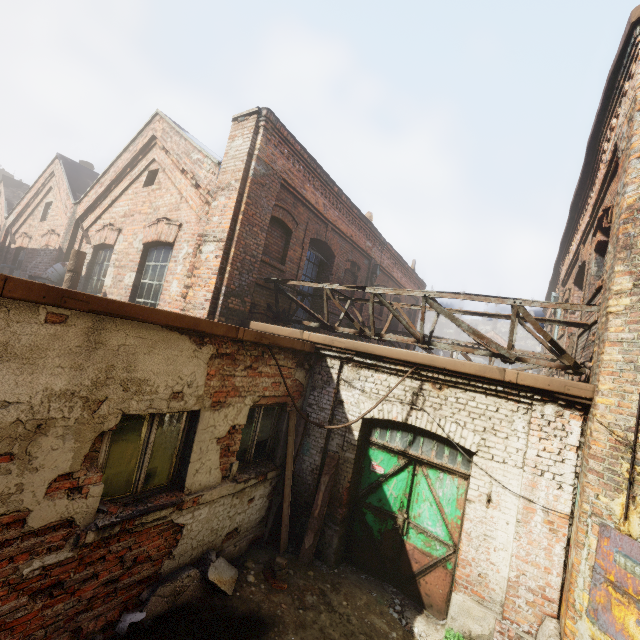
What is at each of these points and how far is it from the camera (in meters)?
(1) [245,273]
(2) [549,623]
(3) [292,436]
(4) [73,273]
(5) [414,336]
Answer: (1) building, 7.03
(2) building, 3.76
(3) pallet, 5.91
(4) pipe, 6.81
(5) scaffolding, 5.98

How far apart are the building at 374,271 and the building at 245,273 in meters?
5.6 m

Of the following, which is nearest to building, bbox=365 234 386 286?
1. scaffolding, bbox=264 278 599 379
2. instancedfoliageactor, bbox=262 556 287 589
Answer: scaffolding, bbox=264 278 599 379

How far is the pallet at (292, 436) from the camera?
5.6 meters

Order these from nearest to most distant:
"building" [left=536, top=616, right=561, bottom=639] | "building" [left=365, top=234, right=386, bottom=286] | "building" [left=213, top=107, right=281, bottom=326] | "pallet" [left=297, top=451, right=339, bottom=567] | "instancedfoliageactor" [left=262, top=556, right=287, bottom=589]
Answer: "building" [left=536, top=616, right=561, bottom=639] < "instancedfoliageactor" [left=262, top=556, right=287, bottom=589] < "pallet" [left=297, top=451, right=339, bottom=567] < "building" [left=213, top=107, right=281, bottom=326] < "building" [left=365, top=234, right=386, bottom=286]

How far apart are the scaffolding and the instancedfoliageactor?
4.0m

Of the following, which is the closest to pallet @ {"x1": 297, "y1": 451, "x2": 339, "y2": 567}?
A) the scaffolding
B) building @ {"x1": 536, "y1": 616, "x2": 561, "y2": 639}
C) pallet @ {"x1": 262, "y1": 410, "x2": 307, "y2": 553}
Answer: pallet @ {"x1": 262, "y1": 410, "x2": 307, "y2": 553}

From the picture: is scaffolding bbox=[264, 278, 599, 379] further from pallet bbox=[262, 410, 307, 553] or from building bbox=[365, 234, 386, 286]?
building bbox=[365, 234, 386, 286]
